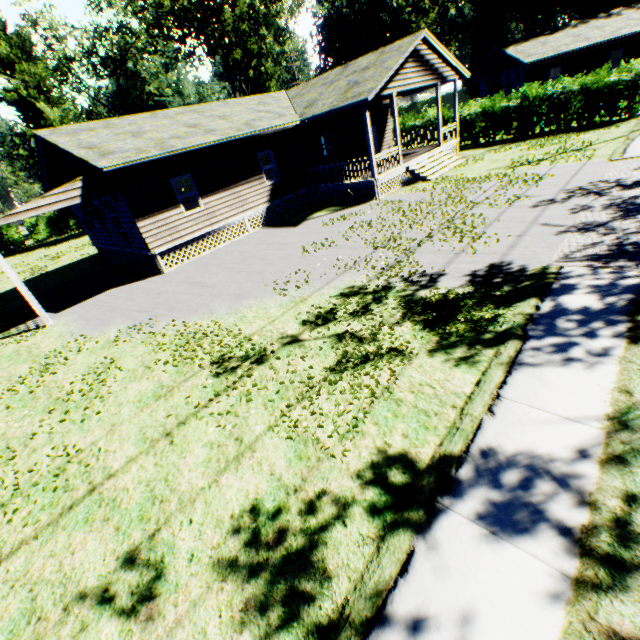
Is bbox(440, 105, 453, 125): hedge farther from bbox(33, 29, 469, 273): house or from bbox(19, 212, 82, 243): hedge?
bbox(19, 212, 82, 243): hedge

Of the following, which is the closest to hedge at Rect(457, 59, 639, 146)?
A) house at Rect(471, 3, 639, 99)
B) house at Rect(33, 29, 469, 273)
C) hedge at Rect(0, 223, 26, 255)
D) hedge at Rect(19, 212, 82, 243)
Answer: house at Rect(33, 29, 469, 273)

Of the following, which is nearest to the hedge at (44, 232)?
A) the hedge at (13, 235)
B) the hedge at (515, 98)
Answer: the hedge at (13, 235)

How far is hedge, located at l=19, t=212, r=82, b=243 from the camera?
42.9m

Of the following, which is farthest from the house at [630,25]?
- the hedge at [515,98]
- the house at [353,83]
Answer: the house at [353,83]

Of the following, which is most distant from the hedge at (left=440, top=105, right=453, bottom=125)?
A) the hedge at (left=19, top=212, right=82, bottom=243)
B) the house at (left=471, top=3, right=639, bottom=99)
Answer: the hedge at (left=19, top=212, right=82, bottom=243)

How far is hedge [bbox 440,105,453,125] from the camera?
24.67m

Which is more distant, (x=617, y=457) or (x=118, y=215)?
(x=118, y=215)
